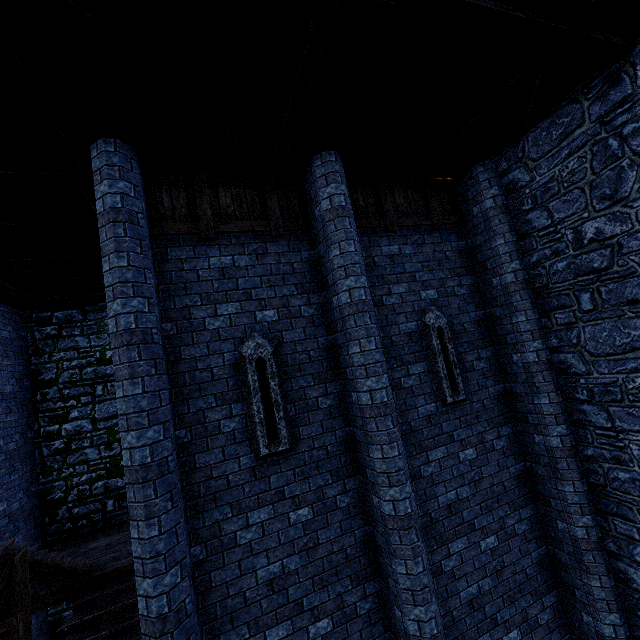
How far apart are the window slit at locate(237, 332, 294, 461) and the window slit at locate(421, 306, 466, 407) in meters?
2.8 m

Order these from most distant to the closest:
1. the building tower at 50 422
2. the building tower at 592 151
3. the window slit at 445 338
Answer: the building tower at 50 422 < the window slit at 445 338 < the building tower at 592 151

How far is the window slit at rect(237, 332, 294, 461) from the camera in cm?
463

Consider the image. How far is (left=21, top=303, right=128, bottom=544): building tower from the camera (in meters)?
9.45

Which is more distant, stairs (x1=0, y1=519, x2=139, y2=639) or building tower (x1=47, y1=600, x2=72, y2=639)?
building tower (x1=47, y1=600, x2=72, y2=639)

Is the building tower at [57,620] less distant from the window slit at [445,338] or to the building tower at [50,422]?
the building tower at [50,422]

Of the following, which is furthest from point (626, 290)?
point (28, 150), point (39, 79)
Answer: point (28, 150)

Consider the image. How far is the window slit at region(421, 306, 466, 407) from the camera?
5.8 meters
